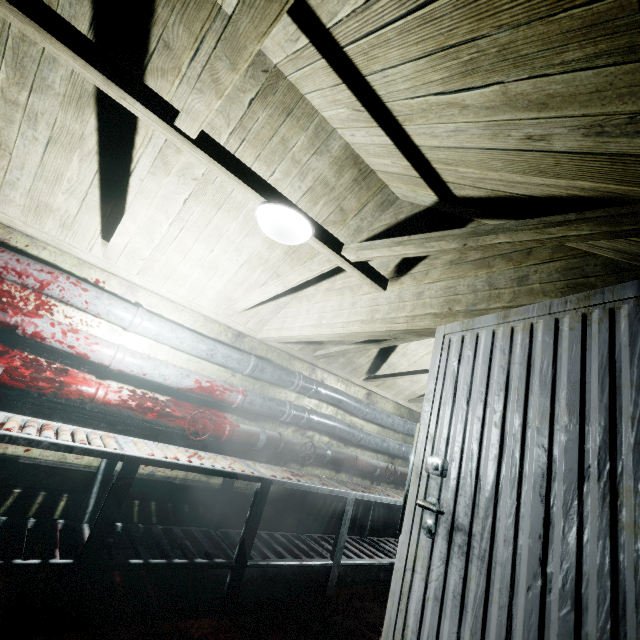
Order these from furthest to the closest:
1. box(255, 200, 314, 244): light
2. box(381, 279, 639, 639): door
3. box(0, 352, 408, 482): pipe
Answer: box(0, 352, 408, 482): pipe → box(255, 200, 314, 244): light → box(381, 279, 639, 639): door

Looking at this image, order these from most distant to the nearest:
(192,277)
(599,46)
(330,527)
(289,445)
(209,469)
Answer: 1. (330,527)
2. (289,445)
3. (192,277)
4. (209,469)
5. (599,46)

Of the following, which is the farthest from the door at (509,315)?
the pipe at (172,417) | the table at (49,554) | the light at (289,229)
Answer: the pipe at (172,417)

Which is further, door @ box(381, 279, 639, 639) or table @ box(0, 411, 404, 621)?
table @ box(0, 411, 404, 621)

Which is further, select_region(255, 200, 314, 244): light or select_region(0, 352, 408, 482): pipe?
select_region(0, 352, 408, 482): pipe

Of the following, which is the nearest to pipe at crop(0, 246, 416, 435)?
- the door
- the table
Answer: the table

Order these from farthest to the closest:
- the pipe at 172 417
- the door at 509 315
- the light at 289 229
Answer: the pipe at 172 417
the light at 289 229
the door at 509 315

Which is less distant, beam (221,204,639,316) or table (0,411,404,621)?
beam (221,204,639,316)
